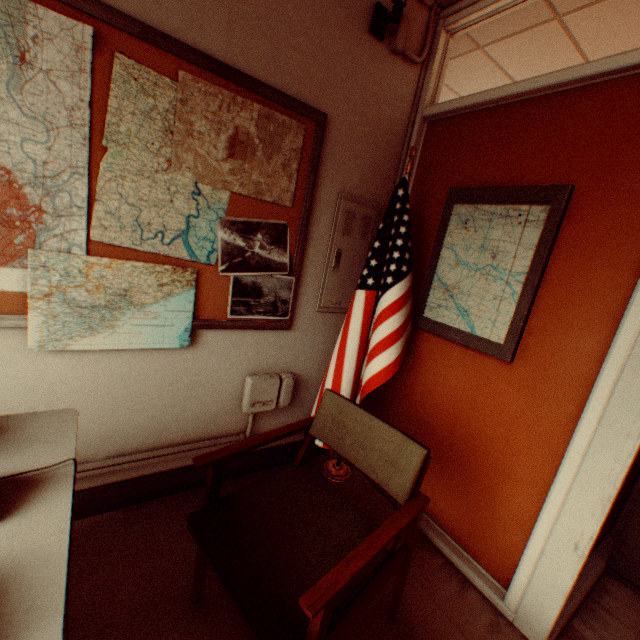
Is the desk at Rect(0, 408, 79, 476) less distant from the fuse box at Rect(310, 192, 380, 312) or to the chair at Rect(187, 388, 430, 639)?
the chair at Rect(187, 388, 430, 639)

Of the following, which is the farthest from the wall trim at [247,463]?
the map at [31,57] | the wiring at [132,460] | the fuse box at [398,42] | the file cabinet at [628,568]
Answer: the fuse box at [398,42]

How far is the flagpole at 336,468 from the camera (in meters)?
2.59

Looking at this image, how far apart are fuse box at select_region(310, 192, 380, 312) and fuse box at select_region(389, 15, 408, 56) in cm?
91

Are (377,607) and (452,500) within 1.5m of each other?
yes

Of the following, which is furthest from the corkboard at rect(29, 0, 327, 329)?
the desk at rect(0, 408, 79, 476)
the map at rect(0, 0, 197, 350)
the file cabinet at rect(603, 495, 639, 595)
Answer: the file cabinet at rect(603, 495, 639, 595)

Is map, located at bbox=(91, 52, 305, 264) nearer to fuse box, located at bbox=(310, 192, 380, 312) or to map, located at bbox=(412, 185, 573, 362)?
fuse box, located at bbox=(310, 192, 380, 312)

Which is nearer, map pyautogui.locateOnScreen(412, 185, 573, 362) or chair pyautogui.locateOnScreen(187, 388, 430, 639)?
chair pyautogui.locateOnScreen(187, 388, 430, 639)
